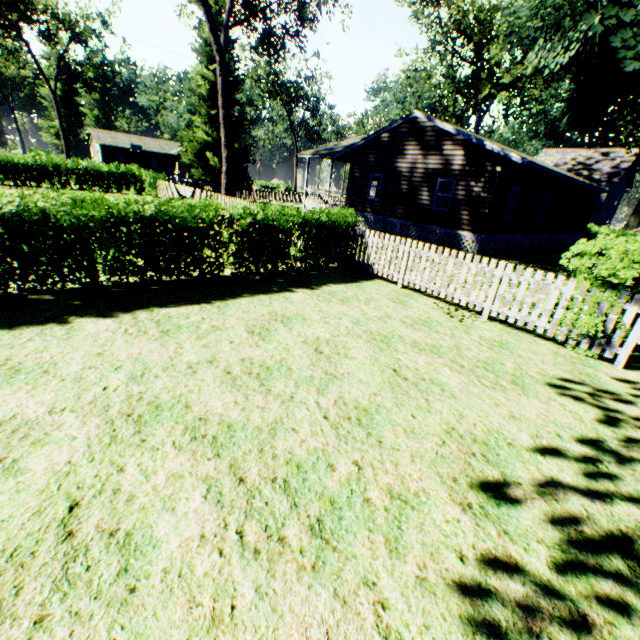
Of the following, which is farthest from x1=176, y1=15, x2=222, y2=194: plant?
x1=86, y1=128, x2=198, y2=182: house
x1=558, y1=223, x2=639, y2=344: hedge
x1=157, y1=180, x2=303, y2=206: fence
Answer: x1=86, y1=128, x2=198, y2=182: house

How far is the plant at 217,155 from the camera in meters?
26.6

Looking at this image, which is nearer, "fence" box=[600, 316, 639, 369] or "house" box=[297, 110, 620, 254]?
"fence" box=[600, 316, 639, 369]

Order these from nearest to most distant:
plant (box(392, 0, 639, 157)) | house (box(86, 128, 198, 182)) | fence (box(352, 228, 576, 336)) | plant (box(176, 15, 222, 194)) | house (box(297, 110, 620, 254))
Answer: fence (box(352, 228, 576, 336)) → plant (box(392, 0, 639, 157)) → house (box(297, 110, 620, 254)) → plant (box(176, 15, 222, 194)) → house (box(86, 128, 198, 182))

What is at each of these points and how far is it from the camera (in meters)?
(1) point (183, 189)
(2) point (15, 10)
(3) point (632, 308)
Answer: (1) fence, 21.39
(2) tree, 29.67
(3) fence, 5.61

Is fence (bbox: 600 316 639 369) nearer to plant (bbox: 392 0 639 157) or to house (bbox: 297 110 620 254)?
plant (bbox: 392 0 639 157)

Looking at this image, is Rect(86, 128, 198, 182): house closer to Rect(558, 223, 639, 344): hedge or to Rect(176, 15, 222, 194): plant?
Rect(176, 15, 222, 194): plant

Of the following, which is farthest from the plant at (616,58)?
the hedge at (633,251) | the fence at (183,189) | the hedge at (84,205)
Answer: the hedge at (633,251)
